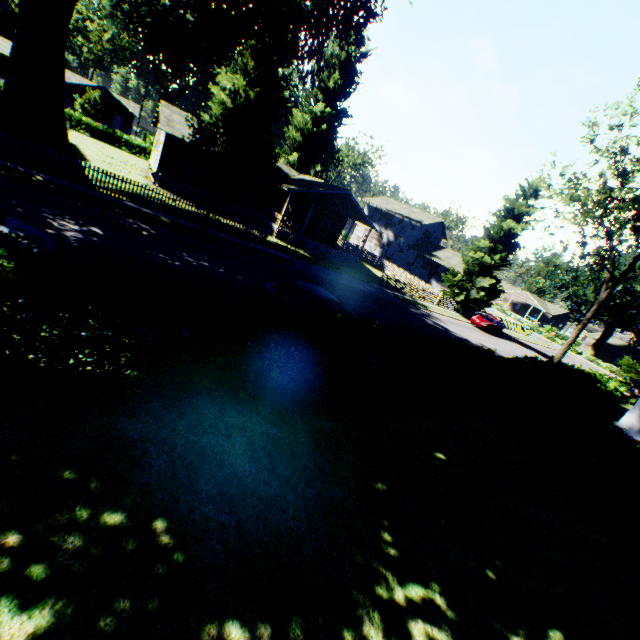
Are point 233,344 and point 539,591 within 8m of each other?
yes

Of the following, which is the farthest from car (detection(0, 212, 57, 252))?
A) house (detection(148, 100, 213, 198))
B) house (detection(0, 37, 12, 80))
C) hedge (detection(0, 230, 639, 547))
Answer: house (detection(0, 37, 12, 80))

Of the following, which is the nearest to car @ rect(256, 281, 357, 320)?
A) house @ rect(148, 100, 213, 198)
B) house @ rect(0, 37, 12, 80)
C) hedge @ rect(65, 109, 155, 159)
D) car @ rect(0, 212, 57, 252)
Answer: car @ rect(0, 212, 57, 252)

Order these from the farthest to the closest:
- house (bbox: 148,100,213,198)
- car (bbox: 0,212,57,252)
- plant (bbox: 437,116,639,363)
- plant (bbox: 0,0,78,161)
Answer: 1. house (bbox: 148,100,213,198)
2. plant (bbox: 437,116,639,363)
3. plant (bbox: 0,0,78,161)
4. car (bbox: 0,212,57,252)

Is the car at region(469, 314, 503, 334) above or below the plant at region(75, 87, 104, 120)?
below

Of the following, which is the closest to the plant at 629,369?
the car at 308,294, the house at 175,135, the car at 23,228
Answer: the house at 175,135

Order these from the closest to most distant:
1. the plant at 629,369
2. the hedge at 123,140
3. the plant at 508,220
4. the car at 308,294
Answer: the car at 308,294, the plant at 508,220, the plant at 629,369, the hedge at 123,140

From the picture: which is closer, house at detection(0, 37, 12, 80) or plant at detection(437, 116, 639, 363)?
plant at detection(437, 116, 639, 363)
